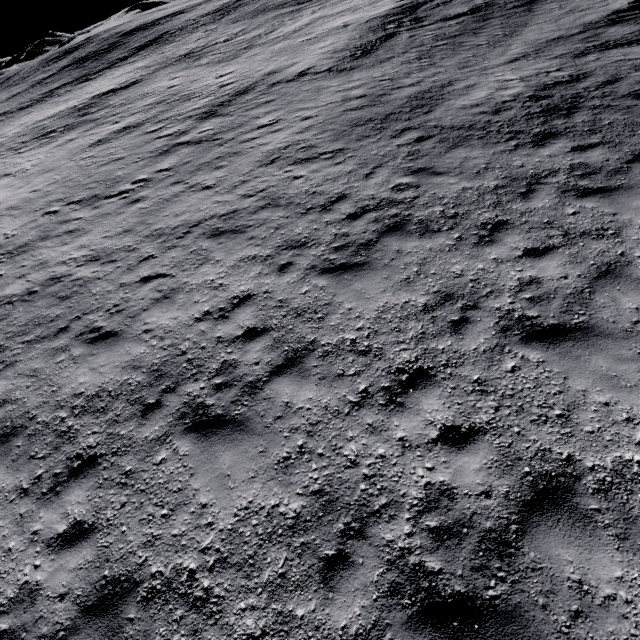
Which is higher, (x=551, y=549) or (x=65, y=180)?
(x=65, y=180)
